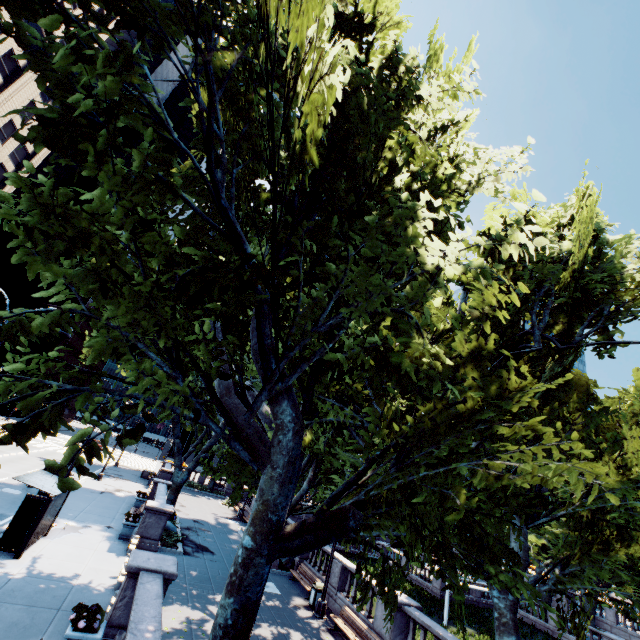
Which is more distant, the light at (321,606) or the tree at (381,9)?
the light at (321,606)

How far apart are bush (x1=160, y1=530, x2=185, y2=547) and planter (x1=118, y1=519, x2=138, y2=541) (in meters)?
1.76

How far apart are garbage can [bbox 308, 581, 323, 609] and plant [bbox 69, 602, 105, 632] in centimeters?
1105cm

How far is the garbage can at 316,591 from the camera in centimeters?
1596cm

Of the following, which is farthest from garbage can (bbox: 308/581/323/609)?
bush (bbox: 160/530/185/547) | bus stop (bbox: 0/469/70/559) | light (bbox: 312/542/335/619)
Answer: bus stop (bbox: 0/469/70/559)

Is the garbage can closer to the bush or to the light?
the light

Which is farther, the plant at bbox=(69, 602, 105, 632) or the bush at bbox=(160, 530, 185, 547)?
the bush at bbox=(160, 530, 185, 547)

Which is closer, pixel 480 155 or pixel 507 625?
pixel 507 625
